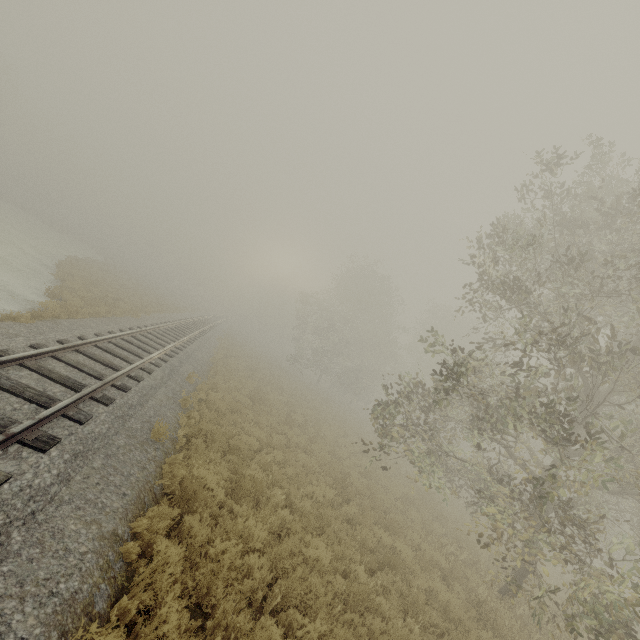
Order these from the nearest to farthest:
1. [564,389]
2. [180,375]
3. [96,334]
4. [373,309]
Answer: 1. [564,389]
2. [96,334]
3. [180,375]
4. [373,309]
